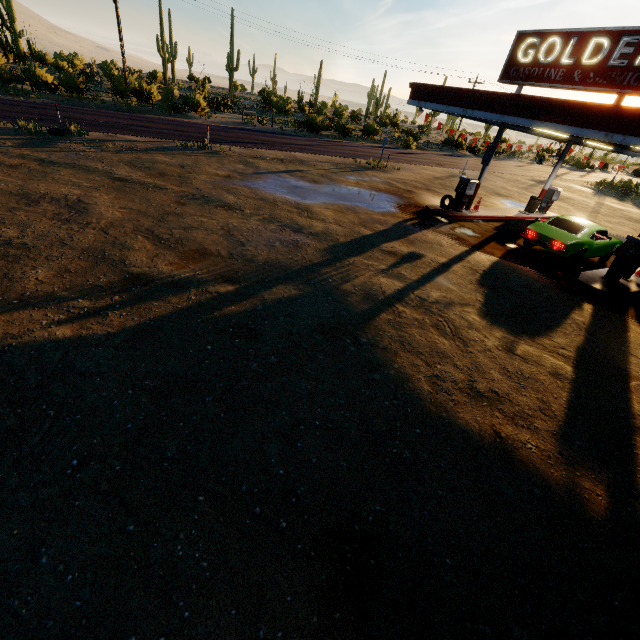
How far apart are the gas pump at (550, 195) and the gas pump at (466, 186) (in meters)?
7.42

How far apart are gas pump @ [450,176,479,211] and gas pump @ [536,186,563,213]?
7.4 meters

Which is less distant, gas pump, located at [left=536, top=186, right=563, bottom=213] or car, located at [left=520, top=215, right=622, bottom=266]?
car, located at [left=520, top=215, right=622, bottom=266]

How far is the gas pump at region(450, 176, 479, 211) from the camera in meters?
15.1 m

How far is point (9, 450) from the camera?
3.6m

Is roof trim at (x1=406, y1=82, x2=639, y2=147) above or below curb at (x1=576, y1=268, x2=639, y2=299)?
above

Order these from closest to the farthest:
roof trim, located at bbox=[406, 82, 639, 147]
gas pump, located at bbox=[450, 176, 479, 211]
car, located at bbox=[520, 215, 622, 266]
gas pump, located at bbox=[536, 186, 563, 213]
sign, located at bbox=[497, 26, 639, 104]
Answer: roof trim, located at bbox=[406, 82, 639, 147], sign, located at bbox=[497, 26, 639, 104], car, located at bbox=[520, 215, 622, 266], gas pump, located at bbox=[450, 176, 479, 211], gas pump, located at bbox=[536, 186, 563, 213]

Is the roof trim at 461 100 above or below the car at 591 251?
above
